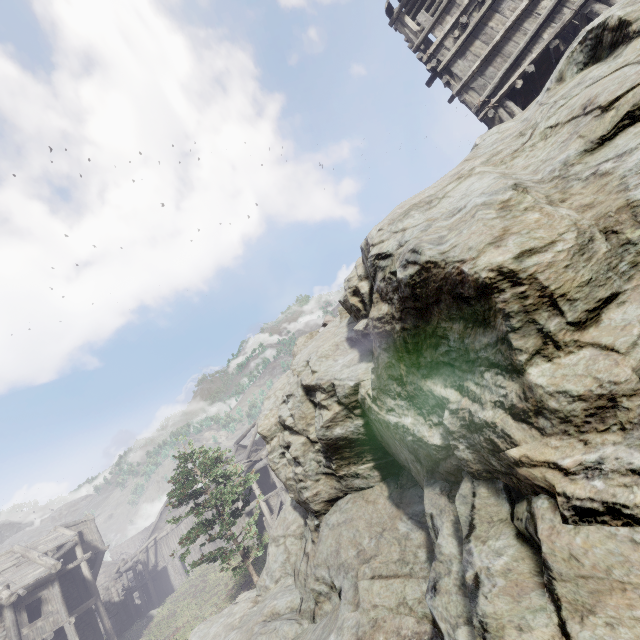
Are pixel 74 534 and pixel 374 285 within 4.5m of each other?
no

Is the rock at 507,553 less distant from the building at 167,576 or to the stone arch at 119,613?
the building at 167,576

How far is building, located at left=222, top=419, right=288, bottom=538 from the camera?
23.6m

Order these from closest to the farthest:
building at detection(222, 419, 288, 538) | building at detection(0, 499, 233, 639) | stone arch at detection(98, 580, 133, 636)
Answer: building at detection(0, 499, 233, 639) → building at detection(222, 419, 288, 538) → stone arch at detection(98, 580, 133, 636)

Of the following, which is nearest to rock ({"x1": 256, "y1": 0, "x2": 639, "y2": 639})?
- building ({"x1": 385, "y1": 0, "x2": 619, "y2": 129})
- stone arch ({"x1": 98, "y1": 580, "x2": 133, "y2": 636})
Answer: building ({"x1": 385, "y1": 0, "x2": 619, "y2": 129})

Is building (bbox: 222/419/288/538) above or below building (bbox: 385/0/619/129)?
below

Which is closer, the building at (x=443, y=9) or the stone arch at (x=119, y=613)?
the building at (x=443, y=9)
